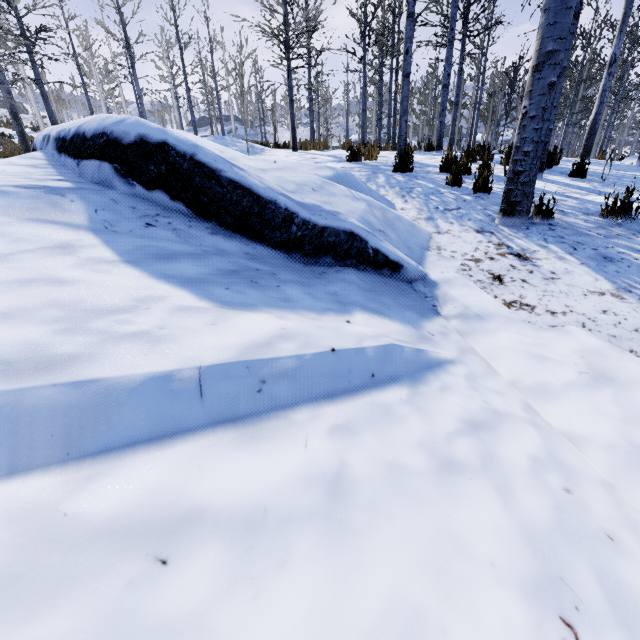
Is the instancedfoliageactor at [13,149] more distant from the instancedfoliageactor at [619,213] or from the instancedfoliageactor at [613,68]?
the instancedfoliageactor at [613,68]

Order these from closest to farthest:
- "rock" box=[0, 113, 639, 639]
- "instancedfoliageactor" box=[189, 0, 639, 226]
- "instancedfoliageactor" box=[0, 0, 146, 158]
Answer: "rock" box=[0, 113, 639, 639] → "instancedfoliageactor" box=[189, 0, 639, 226] → "instancedfoliageactor" box=[0, 0, 146, 158]

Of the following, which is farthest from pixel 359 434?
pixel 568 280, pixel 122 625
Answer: pixel 568 280

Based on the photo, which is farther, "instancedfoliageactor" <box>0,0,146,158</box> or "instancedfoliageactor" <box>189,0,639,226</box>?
"instancedfoliageactor" <box>0,0,146,158</box>

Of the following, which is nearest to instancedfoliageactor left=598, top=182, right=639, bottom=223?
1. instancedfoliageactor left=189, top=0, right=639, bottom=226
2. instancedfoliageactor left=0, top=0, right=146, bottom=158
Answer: instancedfoliageactor left=189, top=0, right=639, bottom=226

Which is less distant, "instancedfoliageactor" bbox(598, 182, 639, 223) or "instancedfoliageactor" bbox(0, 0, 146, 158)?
"instancedfoliageactor" bbox(598, 182, 639, 223)

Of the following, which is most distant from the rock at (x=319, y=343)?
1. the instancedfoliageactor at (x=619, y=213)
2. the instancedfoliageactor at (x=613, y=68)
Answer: the instancedfoliageactor at (x=613, y=68)
